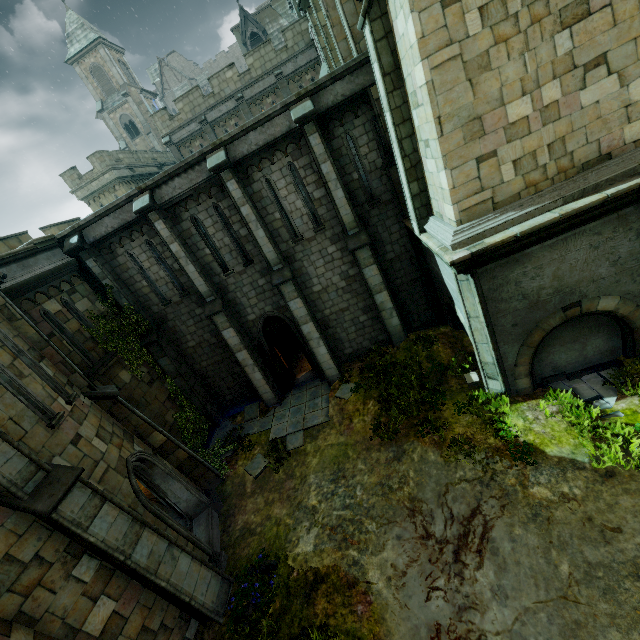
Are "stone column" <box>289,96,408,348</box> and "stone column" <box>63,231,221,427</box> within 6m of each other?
no

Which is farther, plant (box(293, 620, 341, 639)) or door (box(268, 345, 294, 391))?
door (box(268, 345, 294, 391))

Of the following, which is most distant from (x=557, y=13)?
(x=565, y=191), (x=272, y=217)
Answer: (x=272, y=217)

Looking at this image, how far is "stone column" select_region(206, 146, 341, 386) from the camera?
11.08m

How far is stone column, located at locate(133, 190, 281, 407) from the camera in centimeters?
1180cm

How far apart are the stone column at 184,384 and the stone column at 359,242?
8.9 meters

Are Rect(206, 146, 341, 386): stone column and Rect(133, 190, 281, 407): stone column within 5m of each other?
yes

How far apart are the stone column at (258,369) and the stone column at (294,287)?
2.3 meters
